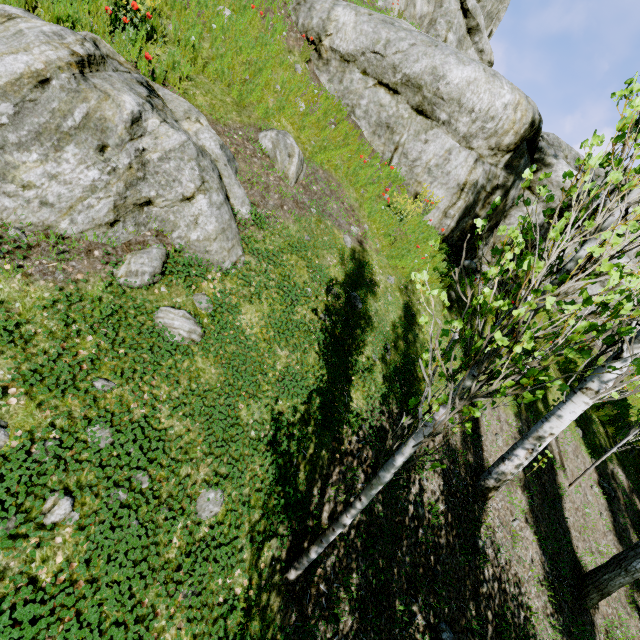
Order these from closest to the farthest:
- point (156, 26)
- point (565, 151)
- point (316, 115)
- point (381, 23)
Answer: point (156, 26) < point (316, 115) < point (381, 23) < point (565, 151)

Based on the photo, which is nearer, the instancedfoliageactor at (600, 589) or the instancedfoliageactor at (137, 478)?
the instancedfoliageactor at (137, 478)

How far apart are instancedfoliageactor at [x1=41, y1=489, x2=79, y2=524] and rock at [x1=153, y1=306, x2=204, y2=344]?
1.4m

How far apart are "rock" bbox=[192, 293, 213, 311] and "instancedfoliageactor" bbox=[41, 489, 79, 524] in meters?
2.2 m

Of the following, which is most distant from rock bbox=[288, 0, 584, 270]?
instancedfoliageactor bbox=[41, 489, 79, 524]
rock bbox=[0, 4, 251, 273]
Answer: instancedfoliageactor bbox=[41, 489, 79, 524]

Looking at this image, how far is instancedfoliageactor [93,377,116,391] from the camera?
3.03m

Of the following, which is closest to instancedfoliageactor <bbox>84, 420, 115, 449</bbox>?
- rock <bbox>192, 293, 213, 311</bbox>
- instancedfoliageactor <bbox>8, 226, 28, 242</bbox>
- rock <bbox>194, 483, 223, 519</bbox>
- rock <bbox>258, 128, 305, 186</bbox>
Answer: rock <bbox>194, 483, 223, 519</bbox>

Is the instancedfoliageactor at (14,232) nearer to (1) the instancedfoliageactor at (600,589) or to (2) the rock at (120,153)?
(2) the rock at (120,153)
